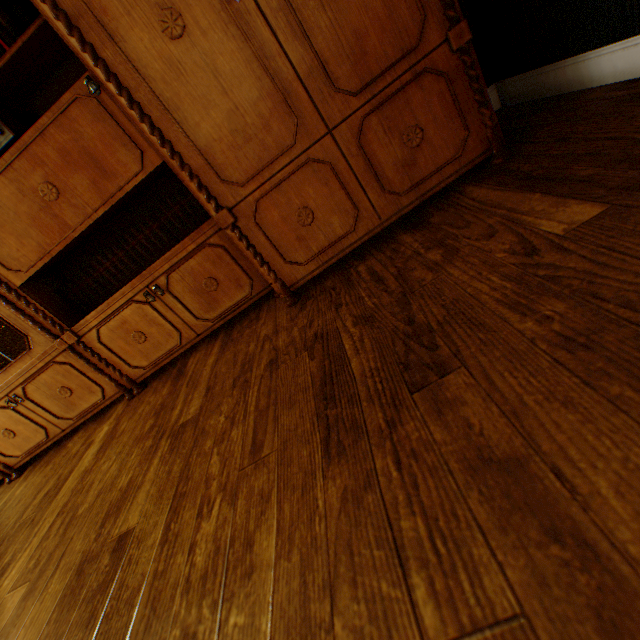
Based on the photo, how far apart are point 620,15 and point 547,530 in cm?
203

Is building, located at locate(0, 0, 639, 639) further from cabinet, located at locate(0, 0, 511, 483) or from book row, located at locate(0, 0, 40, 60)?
book row, located at locate(0, 0, 40, 60)

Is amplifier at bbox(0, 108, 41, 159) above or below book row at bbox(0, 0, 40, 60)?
below

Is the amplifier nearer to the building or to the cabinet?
the cabinet

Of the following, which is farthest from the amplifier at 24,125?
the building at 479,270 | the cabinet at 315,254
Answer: the building at 479,270

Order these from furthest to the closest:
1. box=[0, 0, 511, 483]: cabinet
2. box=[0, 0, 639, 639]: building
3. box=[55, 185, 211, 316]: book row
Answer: box=[55, 185, 211, 316]: book row < box=[0, 0, 511, 483]: cabinet < box=[0, 0, 639, 639]: building

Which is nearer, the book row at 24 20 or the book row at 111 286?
the book row at 24 20

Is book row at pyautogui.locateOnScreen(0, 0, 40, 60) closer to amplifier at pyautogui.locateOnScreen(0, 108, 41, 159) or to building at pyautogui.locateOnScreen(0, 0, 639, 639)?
amplifier at pyautogui.locateOnScreen(0, 108, 41, 159)
